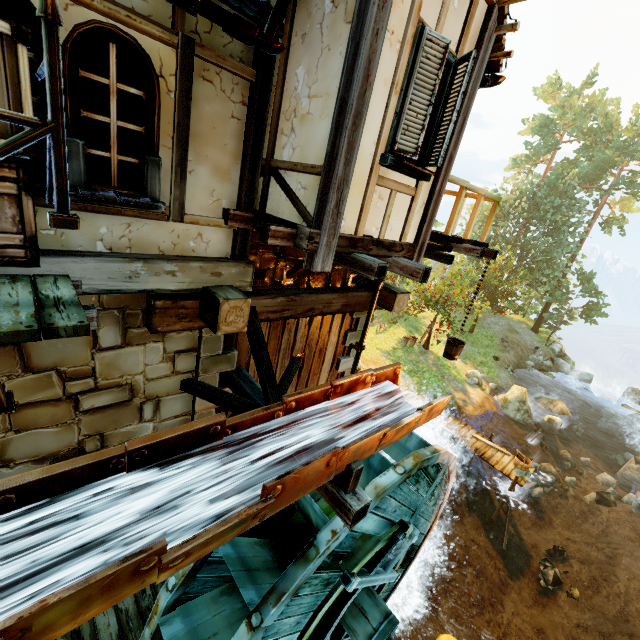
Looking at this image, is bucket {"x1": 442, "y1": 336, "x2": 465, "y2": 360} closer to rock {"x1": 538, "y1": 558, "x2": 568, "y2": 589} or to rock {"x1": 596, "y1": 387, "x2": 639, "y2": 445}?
rock {"x1": 538, "y1": 558, "x2": 568, "y2": 589}

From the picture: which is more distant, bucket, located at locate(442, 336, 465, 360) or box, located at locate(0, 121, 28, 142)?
bucket, located at locate(442, 336, 465, 360)

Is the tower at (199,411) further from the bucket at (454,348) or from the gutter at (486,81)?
the bucket at (454,348)

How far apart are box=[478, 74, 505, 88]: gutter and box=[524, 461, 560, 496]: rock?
17.3 meters

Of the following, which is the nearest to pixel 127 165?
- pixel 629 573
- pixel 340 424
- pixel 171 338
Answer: pixel 171 338

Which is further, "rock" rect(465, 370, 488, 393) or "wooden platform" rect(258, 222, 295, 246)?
"rock" rect(465, 370, 488, 393)

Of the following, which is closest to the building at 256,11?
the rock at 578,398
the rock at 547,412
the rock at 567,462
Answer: the rock at 547,412

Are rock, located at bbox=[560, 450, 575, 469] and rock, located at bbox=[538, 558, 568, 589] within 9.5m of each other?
yes
